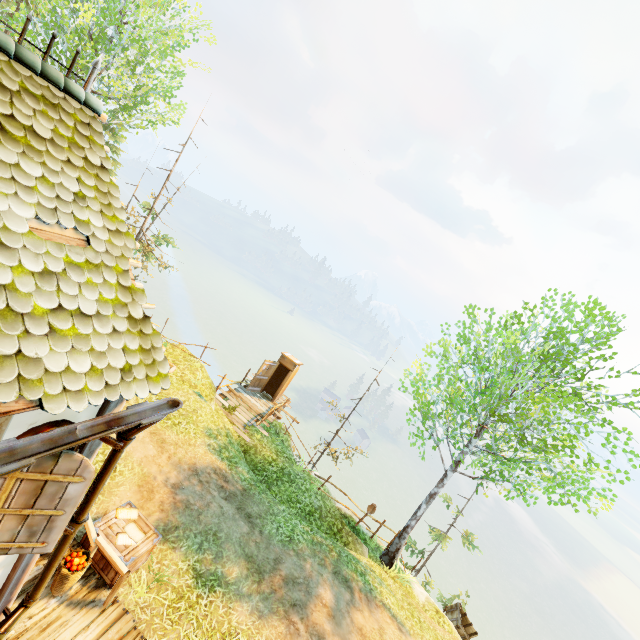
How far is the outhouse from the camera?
17.8m

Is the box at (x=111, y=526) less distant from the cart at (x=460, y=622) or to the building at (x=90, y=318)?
the building at (x=90, y=318)

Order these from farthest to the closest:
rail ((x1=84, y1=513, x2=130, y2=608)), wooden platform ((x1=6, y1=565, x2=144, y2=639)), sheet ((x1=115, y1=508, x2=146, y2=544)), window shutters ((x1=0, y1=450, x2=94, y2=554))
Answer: sheet ((x1=115, y1=508, x2=146, y2=544)) < rail ((x1=84, y1=513, x2=130, y2=608)) < wooden platform ((x1=6, y1=565, x2=144, y2=639)) < window shutters ((x1=0, y1=450, x2=94, y2=554))

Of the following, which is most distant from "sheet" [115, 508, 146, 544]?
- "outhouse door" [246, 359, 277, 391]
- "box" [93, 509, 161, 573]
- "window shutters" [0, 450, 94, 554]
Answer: "outhouse door" [246, 359, 277, 391]

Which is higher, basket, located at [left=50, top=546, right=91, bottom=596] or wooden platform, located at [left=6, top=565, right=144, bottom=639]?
basket, located at [left=50, top=546, right=91, bottom=596]

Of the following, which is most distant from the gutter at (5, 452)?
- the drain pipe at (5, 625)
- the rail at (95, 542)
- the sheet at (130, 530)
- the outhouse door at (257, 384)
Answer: the outhouse door at (257, 384)

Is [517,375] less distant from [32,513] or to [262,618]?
[262,618]

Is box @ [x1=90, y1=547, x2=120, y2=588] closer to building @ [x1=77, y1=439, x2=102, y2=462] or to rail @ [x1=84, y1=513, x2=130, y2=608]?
rail @ [x1=84, y1=513, x2=130, y2=608]
